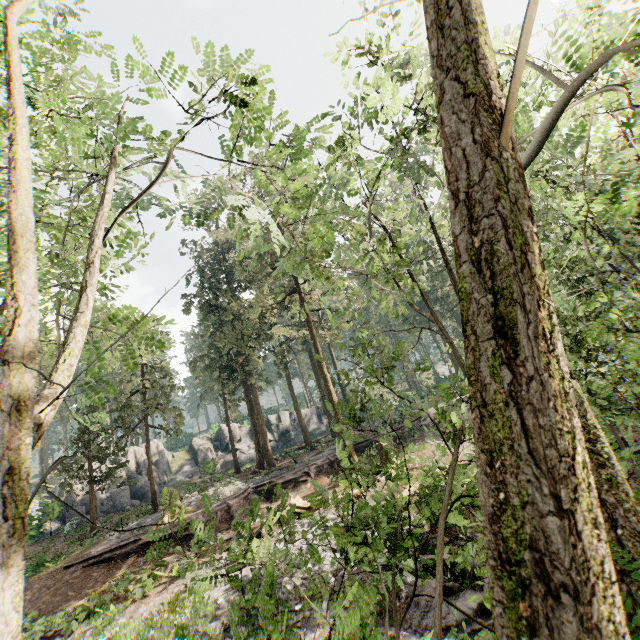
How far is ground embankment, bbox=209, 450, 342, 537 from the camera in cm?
2102

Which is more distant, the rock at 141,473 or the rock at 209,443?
the rock at 209,443

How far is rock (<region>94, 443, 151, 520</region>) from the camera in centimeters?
3178cm

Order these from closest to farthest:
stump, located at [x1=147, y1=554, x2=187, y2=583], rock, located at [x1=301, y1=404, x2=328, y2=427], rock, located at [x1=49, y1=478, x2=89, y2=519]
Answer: stump, located at [x1=147, y1=554, x2=187, y2=583], rock, located at [x1=49, y1=478, x2=89, y2=519], rock, located at [x1=301, y1=404, x2=328, y2=427]

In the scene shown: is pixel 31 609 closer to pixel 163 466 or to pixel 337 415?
pixel 337 415

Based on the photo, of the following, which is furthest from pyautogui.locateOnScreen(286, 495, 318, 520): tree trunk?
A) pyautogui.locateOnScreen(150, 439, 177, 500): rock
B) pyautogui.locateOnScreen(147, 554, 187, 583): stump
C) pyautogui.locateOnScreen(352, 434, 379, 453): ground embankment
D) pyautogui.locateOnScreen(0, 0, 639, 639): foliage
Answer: pyautogui.locateOnScreen(150, 439, 177, 500): rock

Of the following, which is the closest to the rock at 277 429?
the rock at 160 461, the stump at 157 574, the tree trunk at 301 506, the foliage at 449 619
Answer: the rock at 160 461
